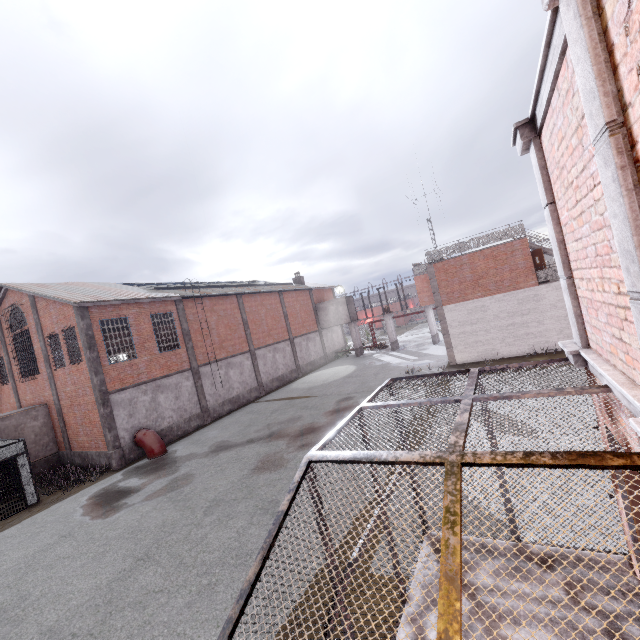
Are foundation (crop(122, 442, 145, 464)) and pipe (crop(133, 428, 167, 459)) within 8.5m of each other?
yes

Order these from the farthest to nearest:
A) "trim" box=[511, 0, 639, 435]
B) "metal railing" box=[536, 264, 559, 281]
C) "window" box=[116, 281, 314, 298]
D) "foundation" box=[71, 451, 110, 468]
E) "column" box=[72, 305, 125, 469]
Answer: "window" box=[116, 281, 314, 298]
"metal railing" box=[536, 264, 559, 281]
"foundation" box=[71, 451, 110, 468]
"column" box=[72, 305, 125, 469]
"trim" box=[511, 0, 639, 435]

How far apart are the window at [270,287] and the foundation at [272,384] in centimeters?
922cm

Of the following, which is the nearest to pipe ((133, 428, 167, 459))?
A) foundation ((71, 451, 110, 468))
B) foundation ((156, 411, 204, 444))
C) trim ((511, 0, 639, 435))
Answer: foundation ((156, 411, 204, 444))

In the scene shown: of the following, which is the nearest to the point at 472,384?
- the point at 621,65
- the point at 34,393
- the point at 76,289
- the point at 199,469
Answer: the point at 621,65

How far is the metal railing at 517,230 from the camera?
19.80m

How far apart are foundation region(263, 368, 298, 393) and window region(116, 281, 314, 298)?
9.2m

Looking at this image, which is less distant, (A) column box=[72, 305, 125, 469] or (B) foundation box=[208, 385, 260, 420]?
(A) column box=[72, 305, 125, 469]
